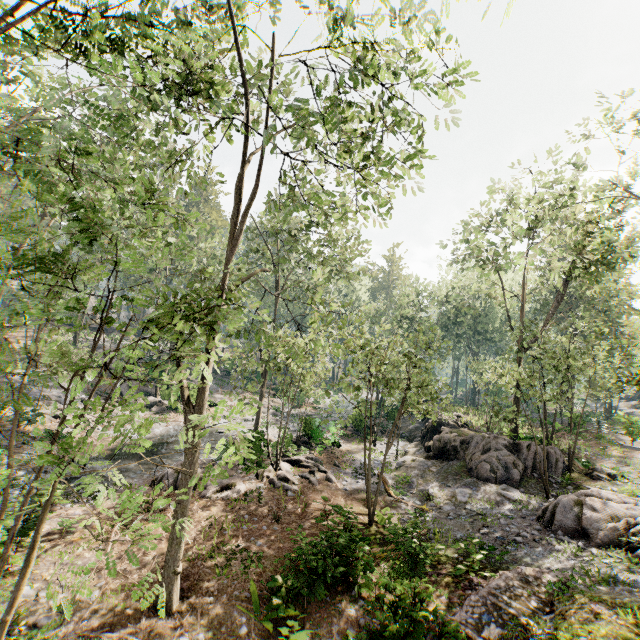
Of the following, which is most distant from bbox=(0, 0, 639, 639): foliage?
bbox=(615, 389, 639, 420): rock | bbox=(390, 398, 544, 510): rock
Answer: bbox=(615, 389, 639, 420): rock

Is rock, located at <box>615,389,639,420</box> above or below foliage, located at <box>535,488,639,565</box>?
above

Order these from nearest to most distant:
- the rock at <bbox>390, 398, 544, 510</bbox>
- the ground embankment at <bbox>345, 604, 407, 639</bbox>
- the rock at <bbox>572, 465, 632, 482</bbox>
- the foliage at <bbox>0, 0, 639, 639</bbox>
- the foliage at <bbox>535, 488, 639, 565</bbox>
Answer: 1. the foliage at <bbox>0, 0, 639, 639</bbox>
2. the ground embankment at <bbox>345, 604, 407, 639</bbox>
3. the foliage at <bbox>535, 488, 639, 565</bbox>
4. the rock at <bbox>390, 398, 544, 510</bbox>
5. the rock at <bbox>572, 465, 632, 482</bbox>

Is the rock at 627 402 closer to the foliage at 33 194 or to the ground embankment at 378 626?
the foliage at 33 194

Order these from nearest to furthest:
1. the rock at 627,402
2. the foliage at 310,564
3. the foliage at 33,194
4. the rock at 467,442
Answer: the foliage at 33,194
the foliage at 310,564
the rock at 467,442
the rock at 627,402

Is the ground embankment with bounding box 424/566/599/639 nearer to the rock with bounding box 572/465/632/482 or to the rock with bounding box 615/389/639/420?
the rock with bounding box 572/465/632/482

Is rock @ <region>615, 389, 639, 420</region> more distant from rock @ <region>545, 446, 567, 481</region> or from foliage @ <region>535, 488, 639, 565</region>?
rock @ <region>545, 446, 567, 481</region>

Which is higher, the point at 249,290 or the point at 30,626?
the point at 249,290
